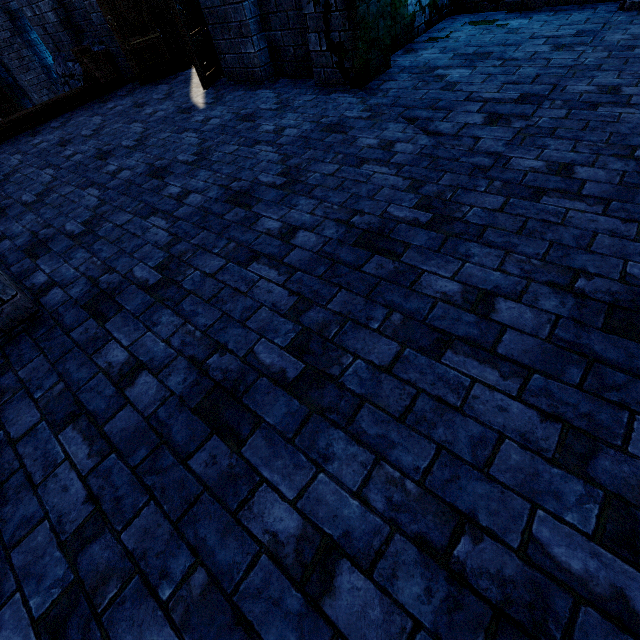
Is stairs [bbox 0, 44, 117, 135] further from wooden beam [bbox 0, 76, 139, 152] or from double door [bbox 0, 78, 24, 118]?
double door [bbox 0, 78, 24, 118]

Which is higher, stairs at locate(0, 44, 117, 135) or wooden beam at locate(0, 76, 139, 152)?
stairs at locate(0, 44, 117, 135)

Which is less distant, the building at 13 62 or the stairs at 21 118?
the stairs at 21 118

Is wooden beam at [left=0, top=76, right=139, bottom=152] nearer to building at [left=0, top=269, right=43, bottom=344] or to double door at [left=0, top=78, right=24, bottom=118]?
building at [left=0, top=269, right=43, bottom=344]

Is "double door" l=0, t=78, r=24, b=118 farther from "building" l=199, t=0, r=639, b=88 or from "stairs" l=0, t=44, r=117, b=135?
"stairs" l=0, t=44, r=117, b=135

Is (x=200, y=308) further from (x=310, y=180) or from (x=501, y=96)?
(x=501, y=96)

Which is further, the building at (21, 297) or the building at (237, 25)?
the building at (237, 25)
